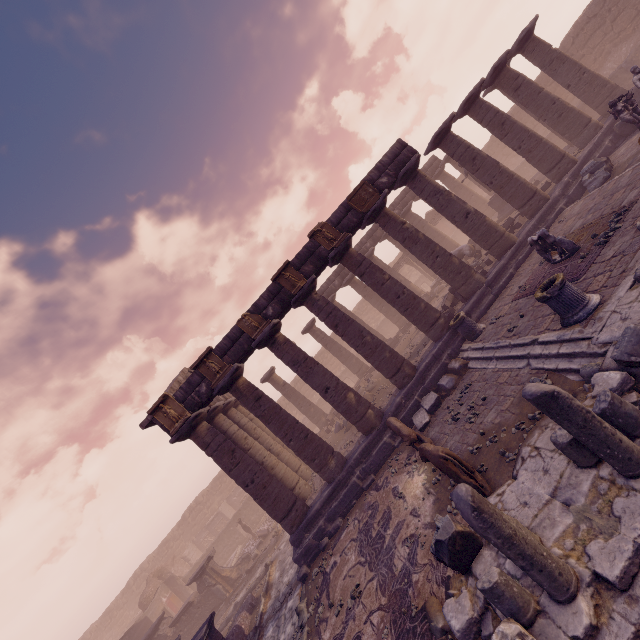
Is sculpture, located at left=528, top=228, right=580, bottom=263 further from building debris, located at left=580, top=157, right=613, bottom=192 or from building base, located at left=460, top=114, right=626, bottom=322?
building debris, located at left=580, top=157, right=613, bottom=192

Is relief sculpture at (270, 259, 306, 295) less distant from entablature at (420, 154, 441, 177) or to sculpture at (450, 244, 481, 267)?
entablature at (420, 154, 441, 177)

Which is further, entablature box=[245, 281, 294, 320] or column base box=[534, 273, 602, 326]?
entablature box=[245, 281, 294, 320]

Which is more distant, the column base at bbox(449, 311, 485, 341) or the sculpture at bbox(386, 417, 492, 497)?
Answer: the column base at bbox(449, 311, 485, 341)

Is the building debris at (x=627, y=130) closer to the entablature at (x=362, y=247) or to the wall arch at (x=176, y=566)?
the entablature at (x=362, y=247)

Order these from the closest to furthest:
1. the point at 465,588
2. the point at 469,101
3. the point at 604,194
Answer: the point at 465,588 < the point at 604,194 < the point at 469,101

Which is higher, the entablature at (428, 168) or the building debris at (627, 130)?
the entablature at (428, 168)

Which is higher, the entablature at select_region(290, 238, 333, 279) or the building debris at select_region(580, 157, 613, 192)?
the entablature at select_region(290, 238, 333, 279)
